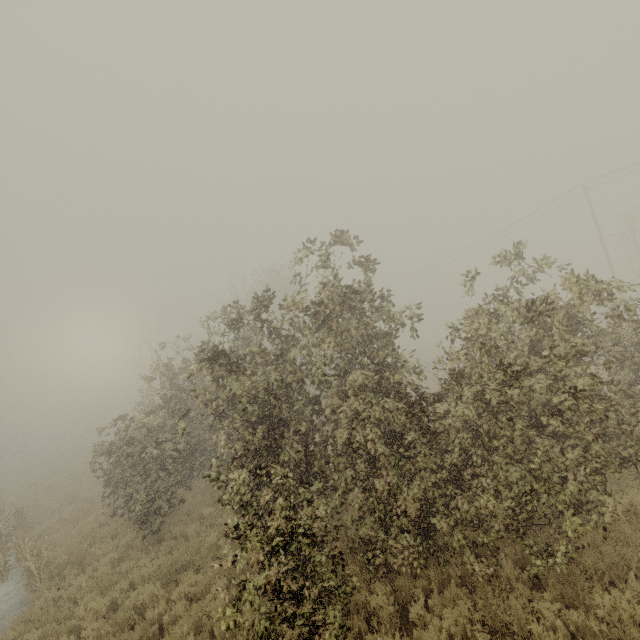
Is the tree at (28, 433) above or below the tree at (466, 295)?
below

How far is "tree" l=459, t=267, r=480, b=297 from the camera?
7.3 meters

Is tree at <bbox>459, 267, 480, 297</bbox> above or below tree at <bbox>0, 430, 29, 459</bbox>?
above

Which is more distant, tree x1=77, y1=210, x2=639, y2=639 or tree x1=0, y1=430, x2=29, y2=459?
tree x1=0, y1=430, x2=29, y2=459

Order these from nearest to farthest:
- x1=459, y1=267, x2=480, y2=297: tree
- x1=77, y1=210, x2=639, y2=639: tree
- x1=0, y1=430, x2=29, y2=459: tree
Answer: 1. x1=77, y1=210, x2=639, y2=639: tree
2. x1=459, y1=267, x2=480, y2=297: tree
3. x1=0, y1=430, x2=29, y2=459: tree

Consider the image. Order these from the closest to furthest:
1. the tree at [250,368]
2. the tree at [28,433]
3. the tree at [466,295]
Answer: the tree at [250,368] → the tree at [466,295] → the tree at [28,433]

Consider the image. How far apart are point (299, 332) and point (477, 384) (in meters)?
4.46
